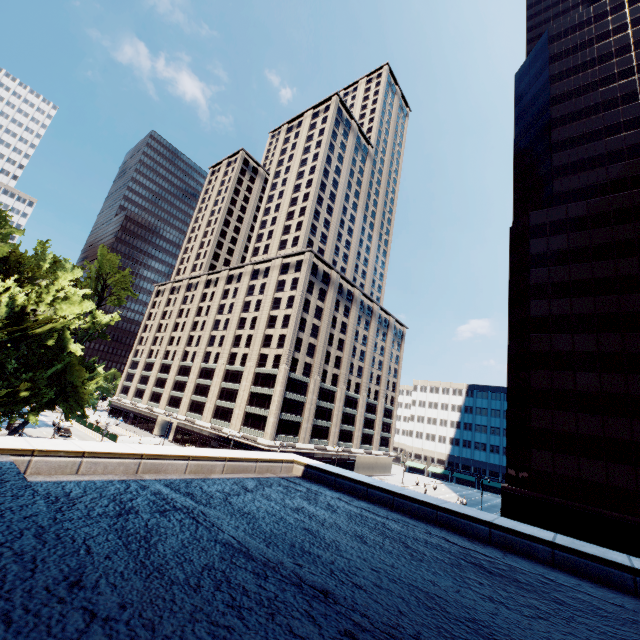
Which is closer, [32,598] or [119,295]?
[32,598]
